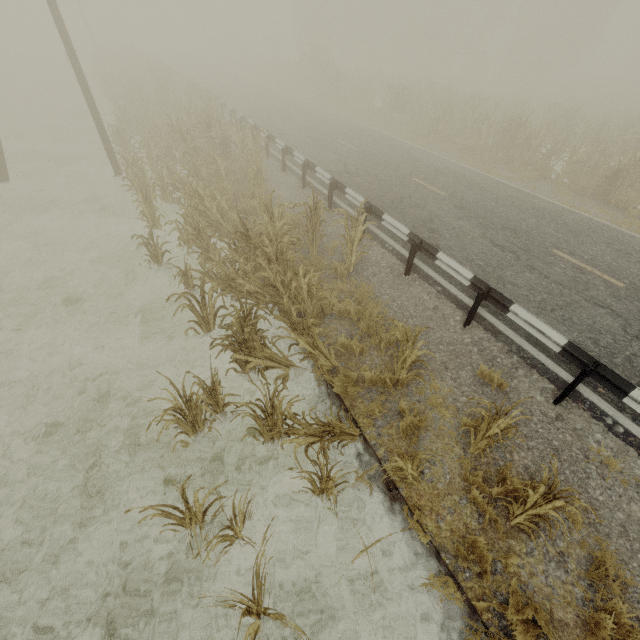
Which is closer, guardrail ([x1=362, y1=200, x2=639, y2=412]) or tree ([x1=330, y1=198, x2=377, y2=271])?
guardrail ([x1=362, y1=200, x2=639, y2=412])

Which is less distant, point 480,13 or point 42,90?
point 42,90

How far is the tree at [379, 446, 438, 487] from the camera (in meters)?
3.60

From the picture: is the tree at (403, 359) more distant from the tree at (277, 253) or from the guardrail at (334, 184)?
the guardrail at (334, 184)

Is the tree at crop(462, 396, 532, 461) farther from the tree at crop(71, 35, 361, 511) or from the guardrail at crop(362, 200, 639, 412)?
the guardrail at crop(362, 200, 639, 412)

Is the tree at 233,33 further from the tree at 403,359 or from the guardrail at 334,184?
the tree at 403,359
